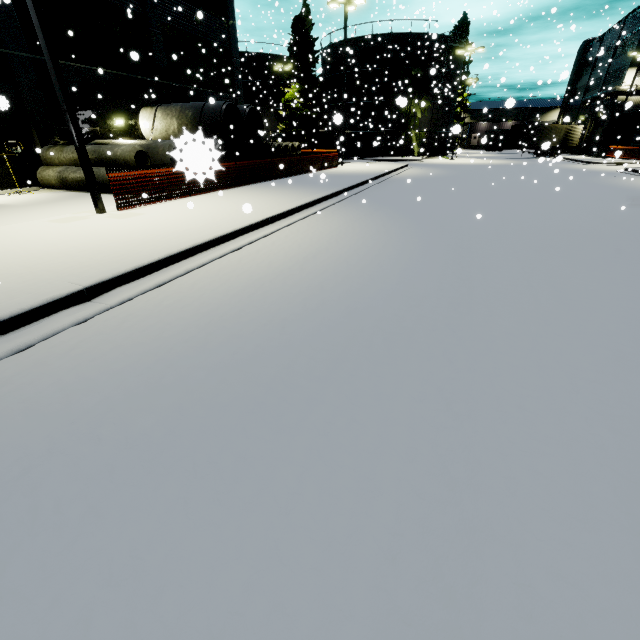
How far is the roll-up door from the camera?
40.7 meters

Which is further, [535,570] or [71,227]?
[71,227]

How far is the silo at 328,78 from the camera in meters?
35.2

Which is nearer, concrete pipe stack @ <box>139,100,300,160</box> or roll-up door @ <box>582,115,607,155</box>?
concrete pipe stack @ <box>139,100,300,160</box>

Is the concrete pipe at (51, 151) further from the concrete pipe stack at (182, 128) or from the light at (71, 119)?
the light at (71, 119)

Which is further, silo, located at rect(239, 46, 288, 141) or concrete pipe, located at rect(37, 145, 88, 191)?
silo, located at rect(239, 46, 288, 141)

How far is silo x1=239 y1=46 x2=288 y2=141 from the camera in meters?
42.6 m

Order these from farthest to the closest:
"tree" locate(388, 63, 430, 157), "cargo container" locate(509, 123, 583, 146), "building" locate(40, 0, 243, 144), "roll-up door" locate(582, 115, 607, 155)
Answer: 1. "roll-up door" locate(582, 115, 607, 155)
2. "cargo container" locate(509, 123, 583, 146)
3. "tree" locate(388, 63, 430, 157)
4. "building" locate(40, 0, 243, 144)
